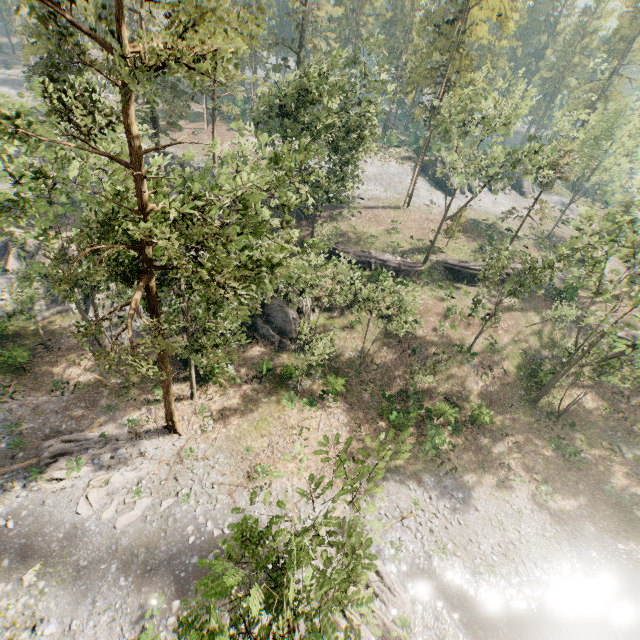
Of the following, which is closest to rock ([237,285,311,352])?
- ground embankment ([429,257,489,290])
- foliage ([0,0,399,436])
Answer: foliage ([0,0,399,436])

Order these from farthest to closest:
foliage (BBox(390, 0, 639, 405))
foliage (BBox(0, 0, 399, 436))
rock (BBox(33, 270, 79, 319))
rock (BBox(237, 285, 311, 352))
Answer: rock (BBox(33, 270, 79, 319)), rock (BBox(237, 285, 311, 352)), foliage (BBox(390, 0, 639, 405)), foliage (BBox(0, 0, 399, 436))

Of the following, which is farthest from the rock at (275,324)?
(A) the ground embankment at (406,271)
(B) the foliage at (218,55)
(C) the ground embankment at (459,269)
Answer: (C) the ground embankment at (459,269)

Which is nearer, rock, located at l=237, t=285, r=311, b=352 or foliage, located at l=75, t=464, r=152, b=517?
foliage, located at l=75, t=464, r=152, b=517

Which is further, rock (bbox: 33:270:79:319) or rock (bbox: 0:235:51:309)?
rock (bbox: 0:235:51:309)

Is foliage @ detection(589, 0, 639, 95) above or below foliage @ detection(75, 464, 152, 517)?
above

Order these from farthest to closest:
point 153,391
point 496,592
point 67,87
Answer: point 67,87 < point 153,391 < point 496,592

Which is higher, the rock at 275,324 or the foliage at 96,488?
the rock at 275,324
